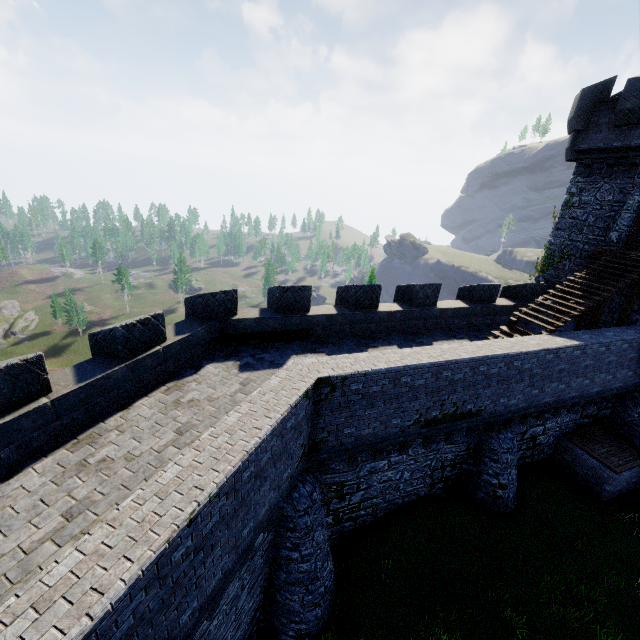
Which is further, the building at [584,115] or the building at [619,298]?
the building at [619,298]

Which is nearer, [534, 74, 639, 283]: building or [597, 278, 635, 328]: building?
[534, 74, 639, 283]: building

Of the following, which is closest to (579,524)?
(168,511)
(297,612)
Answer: (297,612)

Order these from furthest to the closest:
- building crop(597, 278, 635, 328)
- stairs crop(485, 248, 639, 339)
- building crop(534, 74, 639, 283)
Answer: building crop(597, 278, 635, 328) < building crop(534, 74, 639, 283) < stairs crop(485, 248, 639, 339)

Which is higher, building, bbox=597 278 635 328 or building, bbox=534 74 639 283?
building, bbox=534 74 639 283

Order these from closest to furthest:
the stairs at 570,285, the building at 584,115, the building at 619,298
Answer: the stairs at 570,285 < the building at 584,115 < the building at 619,298

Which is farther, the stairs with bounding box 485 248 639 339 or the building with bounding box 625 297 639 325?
the building with bounding box 625 297 639 325
